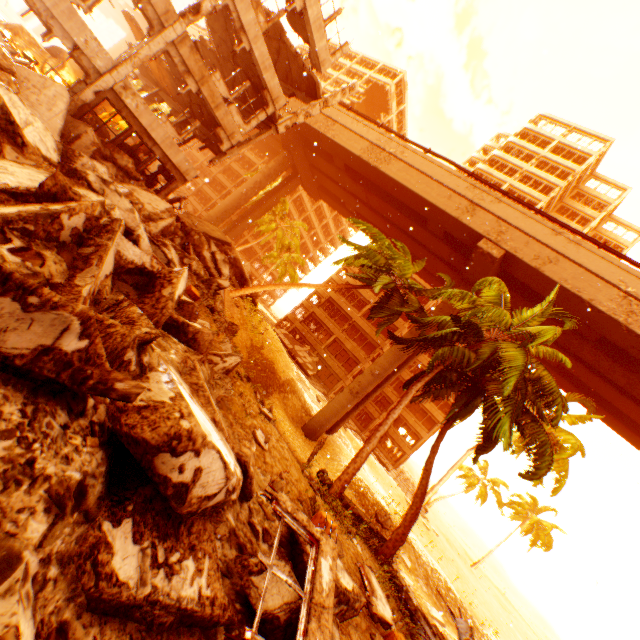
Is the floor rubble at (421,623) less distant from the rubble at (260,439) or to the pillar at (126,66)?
the rubble at (260,439)

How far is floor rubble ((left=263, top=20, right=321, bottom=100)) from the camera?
17.91m

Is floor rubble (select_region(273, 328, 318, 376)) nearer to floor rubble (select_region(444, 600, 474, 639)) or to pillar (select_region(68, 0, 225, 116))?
floor rubble (select_region(444, 600, 474, 639))

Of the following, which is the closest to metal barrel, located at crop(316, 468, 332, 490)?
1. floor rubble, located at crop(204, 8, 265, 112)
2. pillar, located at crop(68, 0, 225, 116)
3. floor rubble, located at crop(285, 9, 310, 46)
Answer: pillar, located at crop(68, 0, 225, 116)

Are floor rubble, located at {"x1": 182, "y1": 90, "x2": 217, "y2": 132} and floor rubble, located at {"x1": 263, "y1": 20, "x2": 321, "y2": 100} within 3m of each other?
no

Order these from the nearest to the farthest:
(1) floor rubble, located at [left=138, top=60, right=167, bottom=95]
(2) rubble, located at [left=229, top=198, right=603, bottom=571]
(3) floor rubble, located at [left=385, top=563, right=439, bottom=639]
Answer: (3) floor rubble, located at [left=385, top=563, right=439, bottom=639] → (2) rubble, located at [left=229, top=198, right=603, bottom=571] → (1) floor rubble, located at [left=138, top=60, right=167, bottom=95]

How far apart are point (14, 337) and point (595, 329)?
24.6m

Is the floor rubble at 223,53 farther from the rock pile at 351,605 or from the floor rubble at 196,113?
the rock pile at 351,605
